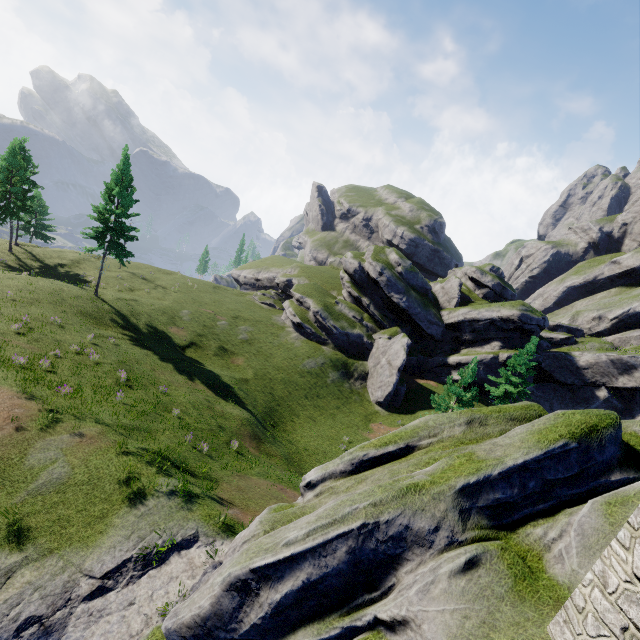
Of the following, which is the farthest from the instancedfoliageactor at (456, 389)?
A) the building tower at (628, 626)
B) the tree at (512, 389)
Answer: the building tower at (628, 626)

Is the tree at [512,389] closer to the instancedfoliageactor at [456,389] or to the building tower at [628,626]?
the instancedfoliageactor at [456,389]

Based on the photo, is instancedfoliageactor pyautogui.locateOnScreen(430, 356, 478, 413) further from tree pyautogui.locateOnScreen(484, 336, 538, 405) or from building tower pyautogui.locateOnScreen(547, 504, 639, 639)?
building tower pyautogui.locateOnScreen(547, 504, 639, 639)

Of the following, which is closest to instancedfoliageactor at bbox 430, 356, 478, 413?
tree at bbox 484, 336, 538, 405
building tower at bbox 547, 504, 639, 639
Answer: tree at bbox 484, 336, 538, 405

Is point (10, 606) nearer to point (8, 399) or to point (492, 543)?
point (8, 399)

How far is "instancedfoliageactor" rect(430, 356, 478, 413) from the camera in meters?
24.7 m

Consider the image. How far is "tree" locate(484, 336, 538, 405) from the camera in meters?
32.9 m
